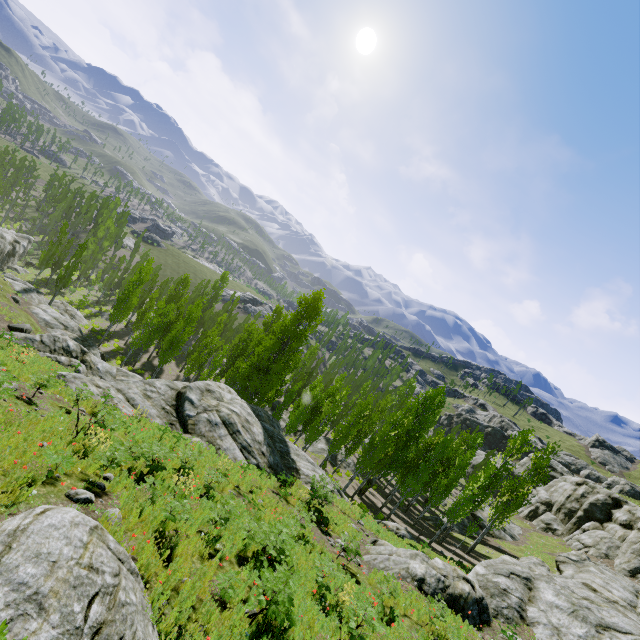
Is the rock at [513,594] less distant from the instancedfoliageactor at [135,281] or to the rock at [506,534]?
the rock at [506,534]

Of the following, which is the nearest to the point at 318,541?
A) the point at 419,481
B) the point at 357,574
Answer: the point at 357,574

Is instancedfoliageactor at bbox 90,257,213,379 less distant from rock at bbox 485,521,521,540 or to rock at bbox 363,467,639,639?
rock at bbox 485,521,521,540

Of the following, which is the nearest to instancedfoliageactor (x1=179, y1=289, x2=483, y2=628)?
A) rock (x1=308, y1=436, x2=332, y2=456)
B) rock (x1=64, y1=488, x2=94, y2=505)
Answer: rock (x1=308, y1=436, x2=332, y2=456)

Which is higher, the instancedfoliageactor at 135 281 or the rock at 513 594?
the rock at 513 594

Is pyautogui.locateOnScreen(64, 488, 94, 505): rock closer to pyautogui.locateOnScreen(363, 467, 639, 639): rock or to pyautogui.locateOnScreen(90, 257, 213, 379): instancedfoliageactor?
pyautogui.locateOnScreen(90, 257, 213, 379): instancedfoliageactor

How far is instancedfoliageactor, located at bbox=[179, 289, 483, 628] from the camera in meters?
8.8 m

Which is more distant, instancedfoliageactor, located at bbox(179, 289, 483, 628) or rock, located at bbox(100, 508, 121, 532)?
instancedfoliageactor, located at bbox(179, 289, 483, 628)
